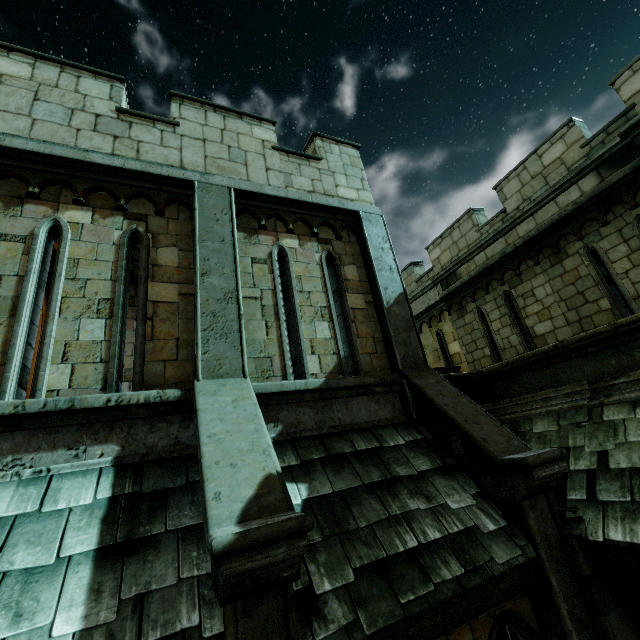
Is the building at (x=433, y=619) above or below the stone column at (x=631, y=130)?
below

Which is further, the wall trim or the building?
the wall trim

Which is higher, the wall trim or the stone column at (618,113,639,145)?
the stone column at (618,113,639,145)

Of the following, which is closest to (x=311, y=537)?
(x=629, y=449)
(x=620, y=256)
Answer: (x=629, y=449)

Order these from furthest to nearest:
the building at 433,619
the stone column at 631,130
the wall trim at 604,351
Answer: the stone column at 631,130 → the wall trim at 604,351 → the building at 433,619

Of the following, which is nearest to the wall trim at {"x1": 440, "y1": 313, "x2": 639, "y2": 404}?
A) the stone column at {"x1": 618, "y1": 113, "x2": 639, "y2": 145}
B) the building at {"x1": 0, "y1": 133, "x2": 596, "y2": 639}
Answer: the building at {"x1": 0, "y1": 133, "x2": 596, "y2": 639}

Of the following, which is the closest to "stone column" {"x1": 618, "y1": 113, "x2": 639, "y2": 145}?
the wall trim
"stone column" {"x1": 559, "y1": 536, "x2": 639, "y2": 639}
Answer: the wall trim

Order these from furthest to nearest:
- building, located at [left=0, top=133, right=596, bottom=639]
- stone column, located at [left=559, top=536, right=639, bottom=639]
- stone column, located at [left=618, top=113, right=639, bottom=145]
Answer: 1. stone column, located at [left=618, top=113, right=639, bottom=145]
2. stone column, located at [left=559, top=536, right=639, bottom=639]
3. building, located at [left=0, top=133, right=596, bottom=639]
